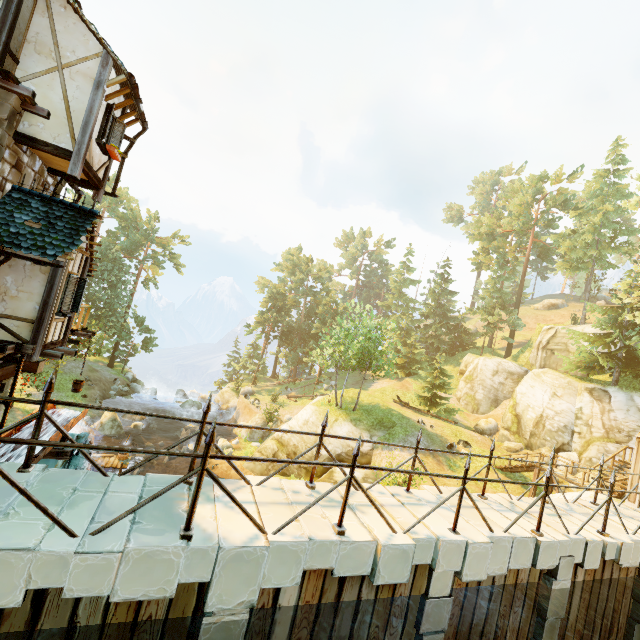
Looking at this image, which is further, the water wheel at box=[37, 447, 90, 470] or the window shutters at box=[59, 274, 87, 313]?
the window shutters at box=[59, 274, 87, 313]

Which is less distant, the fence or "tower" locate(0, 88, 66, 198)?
the fence

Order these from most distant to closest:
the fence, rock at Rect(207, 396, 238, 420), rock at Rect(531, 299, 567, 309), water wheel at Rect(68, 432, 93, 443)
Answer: rock at Rect(531, 299, 567, 309) < rock at Rect(207, 396, 238, 420) < water wheel at Rect(68, 432, 93, 443) < the fence

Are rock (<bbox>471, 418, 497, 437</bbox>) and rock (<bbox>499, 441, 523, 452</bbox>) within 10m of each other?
yes

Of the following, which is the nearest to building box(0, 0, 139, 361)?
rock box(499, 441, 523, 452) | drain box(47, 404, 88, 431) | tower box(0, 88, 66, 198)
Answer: tower box(0, 88, 66, 198)

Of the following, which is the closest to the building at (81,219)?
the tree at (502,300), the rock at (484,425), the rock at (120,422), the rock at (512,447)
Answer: the tree at (502,300)

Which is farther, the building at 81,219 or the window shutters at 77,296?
the window shutters at 77,296

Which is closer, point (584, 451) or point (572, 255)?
point (584, 451)
